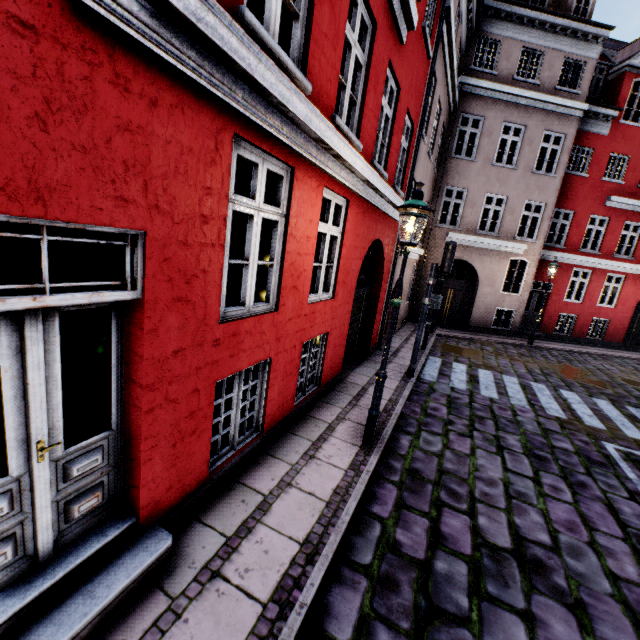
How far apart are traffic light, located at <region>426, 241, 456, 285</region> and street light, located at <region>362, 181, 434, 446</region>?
3.3 meters

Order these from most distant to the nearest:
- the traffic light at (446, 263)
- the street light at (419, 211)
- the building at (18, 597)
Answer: the traffic light at (446, 263) < the street light at (419, 211) < the building at (18, 597)

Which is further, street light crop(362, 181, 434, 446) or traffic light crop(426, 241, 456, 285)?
traffic light crop(426, 241, 456, 285)

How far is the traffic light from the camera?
7.51m

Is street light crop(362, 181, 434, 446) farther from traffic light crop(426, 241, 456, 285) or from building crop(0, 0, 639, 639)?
traffic light crop(426, 241, 456, 285)

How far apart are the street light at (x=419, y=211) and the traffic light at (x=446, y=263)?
3.3 meters

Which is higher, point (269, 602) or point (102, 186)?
point (102, 186)

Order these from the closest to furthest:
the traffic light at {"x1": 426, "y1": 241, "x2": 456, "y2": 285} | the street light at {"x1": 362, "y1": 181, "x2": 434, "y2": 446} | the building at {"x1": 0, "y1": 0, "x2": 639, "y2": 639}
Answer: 1. the building at {"x1": 0, "y1": 0, "x2": 639, "y2": 639}
2. the street light at {"x1": 362, "y1": 181, "x2": 434, "y2": 446}
3. the traffic light at {"x1": 426, "y1": 241, "x2": 456, "y2": 285}
